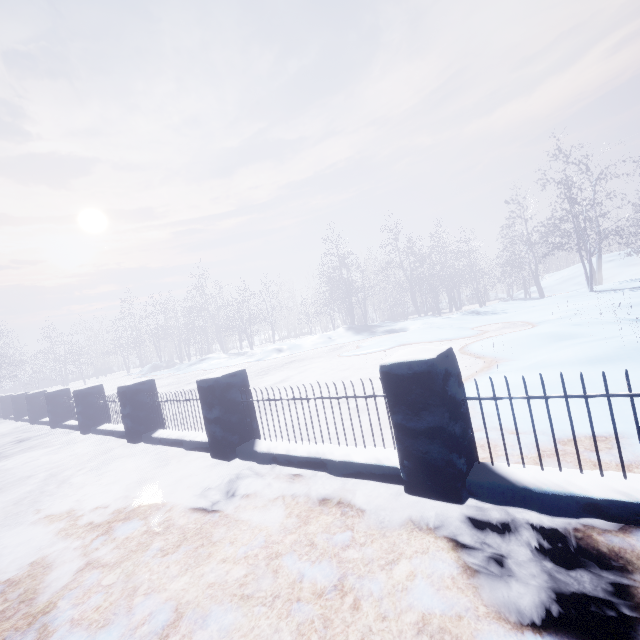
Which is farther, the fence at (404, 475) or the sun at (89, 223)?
the sun at (89, 223)

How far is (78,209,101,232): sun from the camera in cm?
5859

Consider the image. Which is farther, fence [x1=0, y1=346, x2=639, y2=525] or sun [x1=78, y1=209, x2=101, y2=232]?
sun [x1=78, y1=209, x2=101, y2=232]

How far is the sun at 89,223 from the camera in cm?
5859

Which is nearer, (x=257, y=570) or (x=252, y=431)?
(x=257, y=570)

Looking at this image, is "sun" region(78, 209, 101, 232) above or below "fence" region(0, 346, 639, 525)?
above
